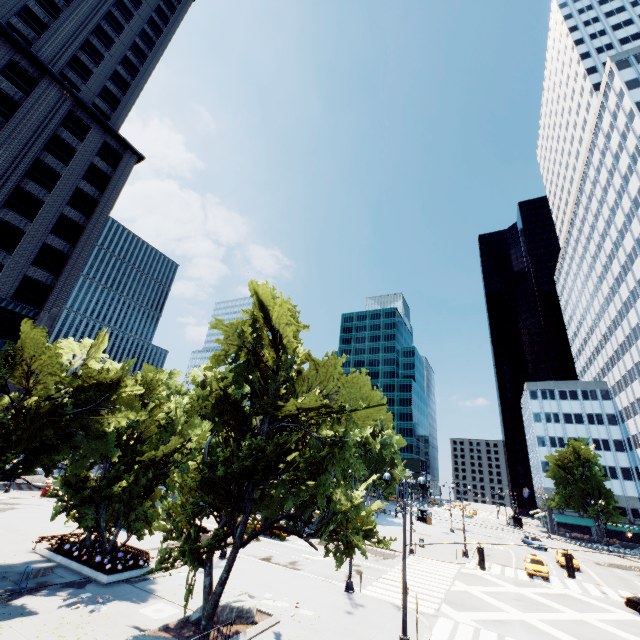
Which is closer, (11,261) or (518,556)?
(11,261)

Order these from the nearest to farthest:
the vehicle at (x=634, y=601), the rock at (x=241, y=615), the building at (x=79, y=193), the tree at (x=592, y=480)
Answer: the rock at (x=241, y=615)
the vehicle at (x=634, y=601)
the building at (x=79, y=193)
the tree at (x=592, y=480)

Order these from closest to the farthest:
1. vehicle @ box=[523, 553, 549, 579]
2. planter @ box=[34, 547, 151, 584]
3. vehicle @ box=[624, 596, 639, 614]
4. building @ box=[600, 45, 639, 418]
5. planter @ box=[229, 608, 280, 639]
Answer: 1. planter @ box=[229, 608, 280, 639]
2. planter @ box=[34, 547, 151, 584]
3. vehicle @ box=[624, 596, 639, 614]
4. vehicle @ box=[523, 553, 549, 579]
5. building @ box=[600, 45, 639, 418]

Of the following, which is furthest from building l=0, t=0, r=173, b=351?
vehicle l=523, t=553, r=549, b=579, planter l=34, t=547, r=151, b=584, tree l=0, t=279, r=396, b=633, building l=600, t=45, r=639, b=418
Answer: building l=600, t=45, r=639, b=418

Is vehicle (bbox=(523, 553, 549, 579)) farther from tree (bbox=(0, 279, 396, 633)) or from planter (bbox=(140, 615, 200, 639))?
planter (bbox=(140, 615, 200, 639))

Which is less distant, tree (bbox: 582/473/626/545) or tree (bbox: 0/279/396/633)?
tree (bbox: 0/279/396/633)

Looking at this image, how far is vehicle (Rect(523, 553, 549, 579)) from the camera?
30.14m

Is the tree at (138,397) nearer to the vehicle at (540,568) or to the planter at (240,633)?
the planter at (240,633)
